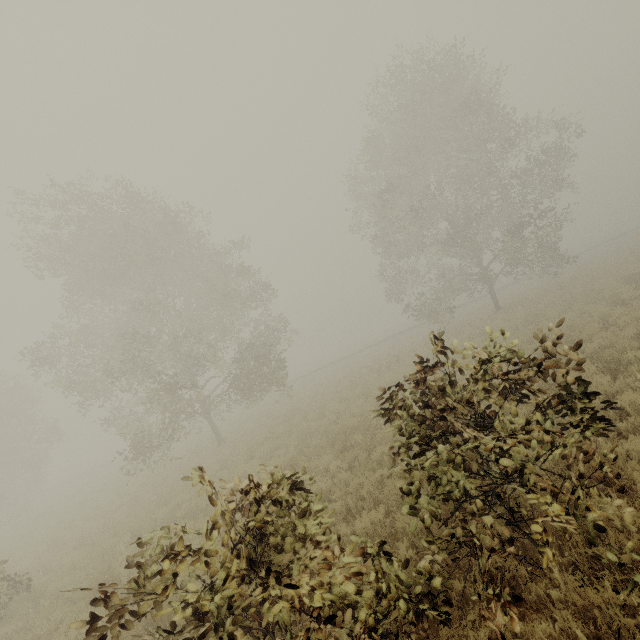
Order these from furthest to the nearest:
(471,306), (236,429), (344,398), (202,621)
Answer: (471,306) → (236,429) → (344,398) → (202,621)

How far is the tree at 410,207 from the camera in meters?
18.9

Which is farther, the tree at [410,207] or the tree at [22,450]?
the tree at [22,450]

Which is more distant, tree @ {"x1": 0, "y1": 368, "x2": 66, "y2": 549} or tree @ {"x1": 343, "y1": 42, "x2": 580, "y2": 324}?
tree @ {"x1": 0, "y1": 368, "x2": 66, "y2": 549}

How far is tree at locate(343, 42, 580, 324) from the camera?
18.9m
